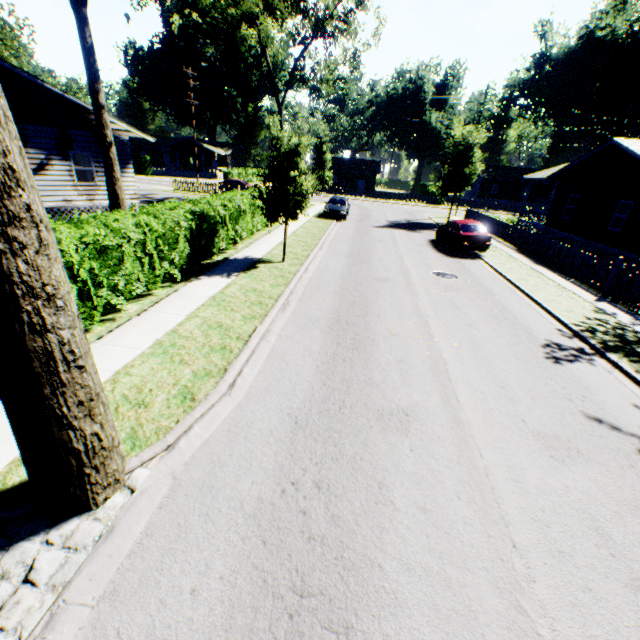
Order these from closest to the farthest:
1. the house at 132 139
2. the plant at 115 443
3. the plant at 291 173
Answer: the plant at 115 443
the plant at 291 173
the house at 132 139

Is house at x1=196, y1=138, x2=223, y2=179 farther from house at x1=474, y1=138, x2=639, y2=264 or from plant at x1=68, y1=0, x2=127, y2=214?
house at x1=474, y1=138, x2=639, y2=264

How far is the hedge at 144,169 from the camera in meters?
51.0

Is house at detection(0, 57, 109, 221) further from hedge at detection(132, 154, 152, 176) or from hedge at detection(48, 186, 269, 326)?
hedge at detection(132, 154, 152, 176)

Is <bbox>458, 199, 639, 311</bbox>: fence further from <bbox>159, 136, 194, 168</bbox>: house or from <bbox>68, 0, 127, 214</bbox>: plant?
<bbox>159, 136, 194, 168</bbox>: house

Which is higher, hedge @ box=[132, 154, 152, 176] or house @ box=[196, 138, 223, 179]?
house @ box=[196, 138, 223, 179]

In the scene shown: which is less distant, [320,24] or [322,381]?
[322,381]

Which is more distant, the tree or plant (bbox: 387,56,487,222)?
plant (bbox: 387,56,487,222)
